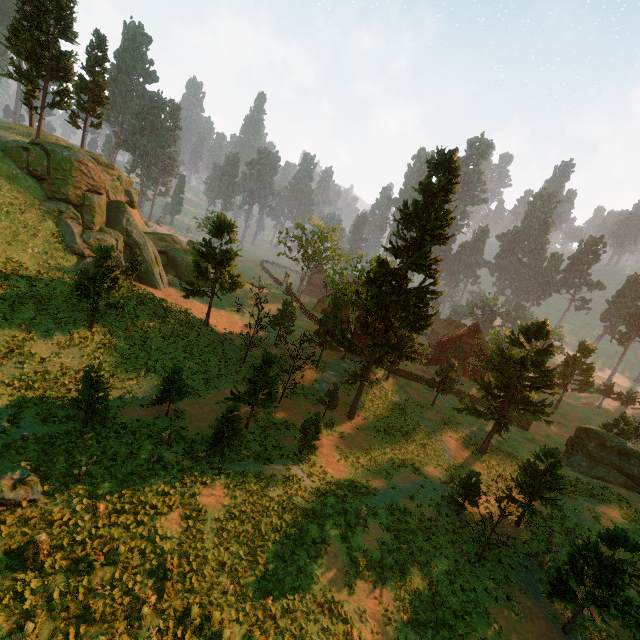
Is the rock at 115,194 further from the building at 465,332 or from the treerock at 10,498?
the building at 465,332

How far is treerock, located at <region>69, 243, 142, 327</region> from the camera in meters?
21.3 m

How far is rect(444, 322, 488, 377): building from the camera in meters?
52.5

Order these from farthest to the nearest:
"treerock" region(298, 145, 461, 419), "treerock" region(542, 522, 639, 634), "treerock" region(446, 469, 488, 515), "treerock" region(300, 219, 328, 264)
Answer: "treerock" region(300, 219, 328, 264), "treerock" region(298, 145, 461, 419), "treerock" region(446, 469, 488, 515), "treerock" region(542, 522, 639, 634)

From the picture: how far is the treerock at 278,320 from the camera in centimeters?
3163cm

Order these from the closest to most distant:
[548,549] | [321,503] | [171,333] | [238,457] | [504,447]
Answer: [321,503] → [238,457] → [548,549] → [171,333] → [504,447]

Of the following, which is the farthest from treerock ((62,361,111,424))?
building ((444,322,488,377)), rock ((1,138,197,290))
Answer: rock ((1,138,197,290))

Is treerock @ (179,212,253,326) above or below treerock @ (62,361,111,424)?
above
